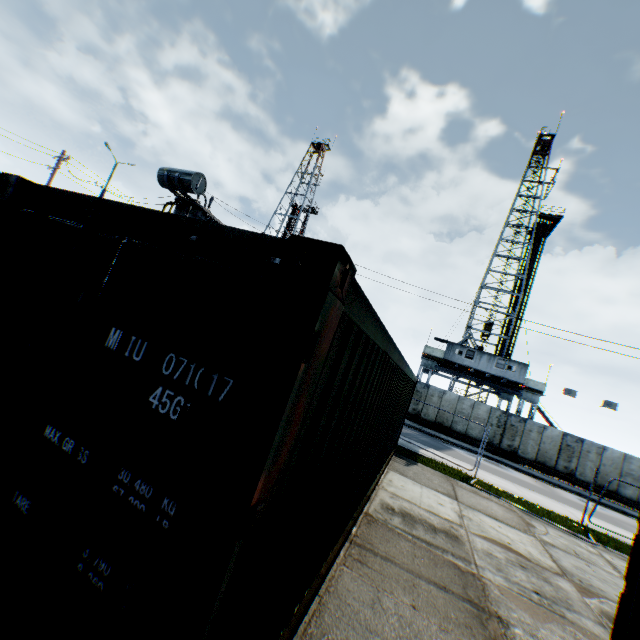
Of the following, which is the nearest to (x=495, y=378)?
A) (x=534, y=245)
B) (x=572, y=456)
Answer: (x=572, y=456)

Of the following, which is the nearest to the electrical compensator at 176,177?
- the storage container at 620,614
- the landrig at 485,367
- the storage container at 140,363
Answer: the storage container at 140,363

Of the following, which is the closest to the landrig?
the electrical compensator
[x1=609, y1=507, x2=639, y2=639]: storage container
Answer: the electrical compensator

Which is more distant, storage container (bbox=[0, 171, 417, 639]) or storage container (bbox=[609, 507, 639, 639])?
storage container (bbox=[609, 507, 639, 639])

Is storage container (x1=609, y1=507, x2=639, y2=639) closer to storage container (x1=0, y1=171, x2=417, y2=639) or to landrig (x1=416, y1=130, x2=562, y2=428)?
storage container (x1=0, y1=171, x2=417, y2=639)

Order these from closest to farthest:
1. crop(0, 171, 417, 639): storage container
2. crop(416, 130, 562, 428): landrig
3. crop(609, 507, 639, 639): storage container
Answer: crop(0, 171, 417, 639): storage container → crop(609, 507, 639, 639): storage container → crop(416, 130, 562, 428): landrig

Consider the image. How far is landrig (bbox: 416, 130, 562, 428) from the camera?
29.17m

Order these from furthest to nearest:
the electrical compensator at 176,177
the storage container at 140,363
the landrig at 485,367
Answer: the landrig at 485,367 < the electrical compensator at 176,177 < the storage container at 140,363
